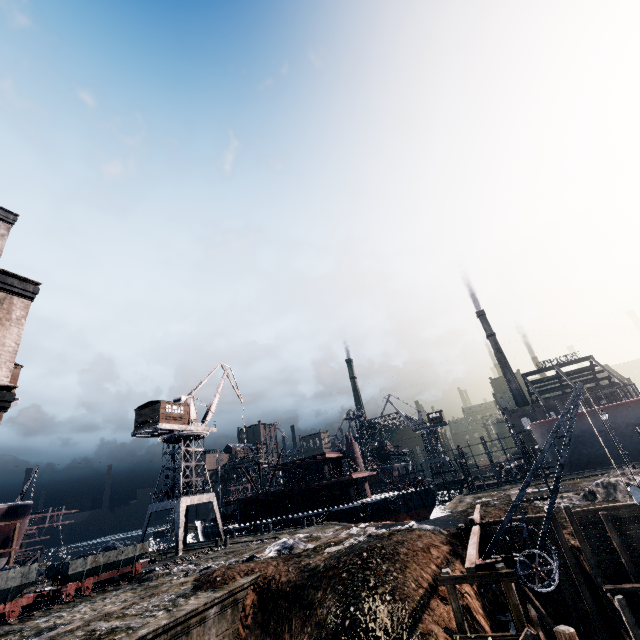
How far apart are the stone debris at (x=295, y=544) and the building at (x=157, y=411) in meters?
23.3 m

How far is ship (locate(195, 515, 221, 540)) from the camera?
50.2m

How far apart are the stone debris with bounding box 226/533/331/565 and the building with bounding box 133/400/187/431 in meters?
23.3 m

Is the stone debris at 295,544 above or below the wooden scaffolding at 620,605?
above

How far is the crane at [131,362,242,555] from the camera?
38.6m

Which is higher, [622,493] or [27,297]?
[27,297]

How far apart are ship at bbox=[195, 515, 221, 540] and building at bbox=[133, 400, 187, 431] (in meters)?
19.04

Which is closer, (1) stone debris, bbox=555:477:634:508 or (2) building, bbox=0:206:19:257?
(2) building, bbox=0:206:19:257
